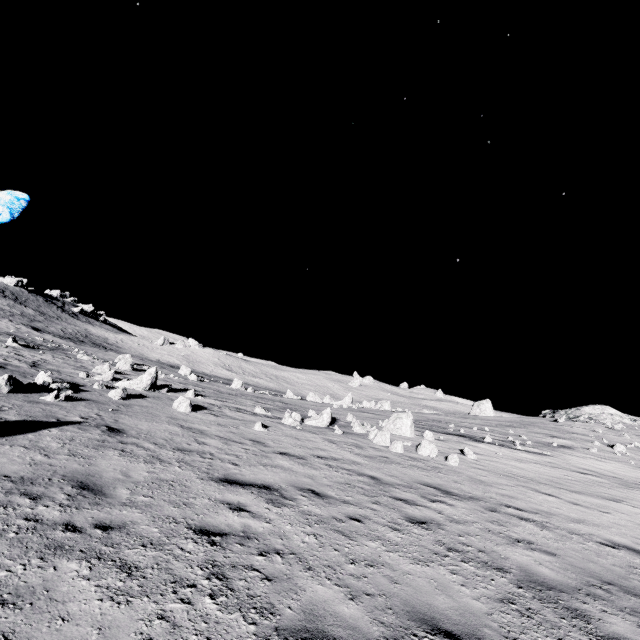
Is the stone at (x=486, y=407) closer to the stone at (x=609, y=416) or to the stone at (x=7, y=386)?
the stone at (x=609, y=416)

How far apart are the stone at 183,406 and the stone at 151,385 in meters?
4.1 m

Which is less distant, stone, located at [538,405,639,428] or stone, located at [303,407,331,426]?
stone, located at [303,407,331,426]

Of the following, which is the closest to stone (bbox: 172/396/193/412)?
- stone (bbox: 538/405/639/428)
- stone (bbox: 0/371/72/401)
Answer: stone (bbox: 0/371/72/401)

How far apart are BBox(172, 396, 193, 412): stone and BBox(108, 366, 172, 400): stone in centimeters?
407cm

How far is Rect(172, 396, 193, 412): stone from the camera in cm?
1361

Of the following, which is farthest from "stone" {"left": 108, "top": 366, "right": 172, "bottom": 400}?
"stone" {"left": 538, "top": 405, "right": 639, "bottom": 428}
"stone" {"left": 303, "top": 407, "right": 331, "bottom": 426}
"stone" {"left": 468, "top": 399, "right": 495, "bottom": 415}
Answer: "stone" {"left": 538, "top": 405, "right": 639, "bottom": 428}

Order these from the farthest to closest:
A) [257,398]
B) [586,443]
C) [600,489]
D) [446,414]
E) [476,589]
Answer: [446,414]
[257,398]
[586,443]
[600,489]
[476,589]
